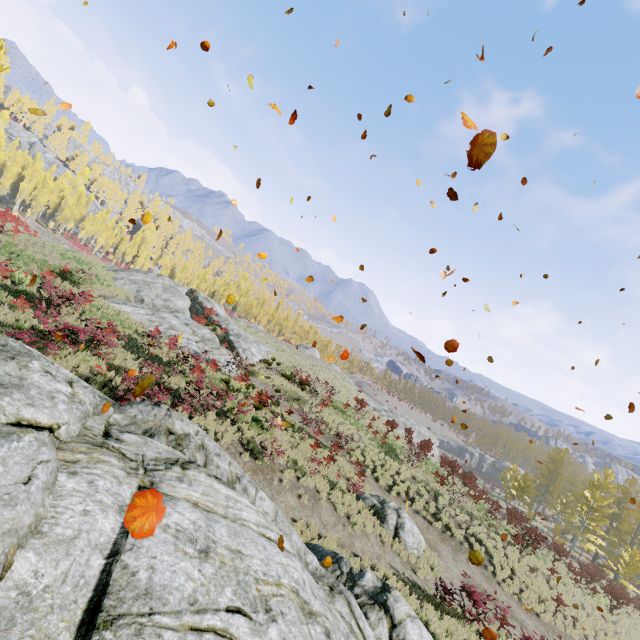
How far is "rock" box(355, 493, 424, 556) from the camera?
14.61m

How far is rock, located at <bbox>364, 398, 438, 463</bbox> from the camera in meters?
41.3

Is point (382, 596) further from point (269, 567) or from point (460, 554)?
point (460, 554)

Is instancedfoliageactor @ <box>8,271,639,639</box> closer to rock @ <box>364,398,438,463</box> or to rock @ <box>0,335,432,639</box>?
rock @ <box>0,335,432,639</box>

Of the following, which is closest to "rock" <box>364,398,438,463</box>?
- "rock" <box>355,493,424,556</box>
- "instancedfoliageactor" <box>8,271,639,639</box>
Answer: "instancedfoliageactor" <box>8,271,639,639</box>

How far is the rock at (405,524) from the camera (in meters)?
14.61

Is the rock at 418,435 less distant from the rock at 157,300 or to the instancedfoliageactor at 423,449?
the instancedfoliageactor at 423,449

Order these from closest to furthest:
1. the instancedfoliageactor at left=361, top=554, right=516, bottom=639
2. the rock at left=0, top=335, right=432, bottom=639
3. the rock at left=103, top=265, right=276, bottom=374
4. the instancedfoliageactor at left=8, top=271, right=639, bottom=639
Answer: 1. the rock at left=0, top=335, right=432, bottom=639
2. the instancedfoliageactor at left=361, top=554, right=516, bottom=639
3. the instancedfoliageactor at left=8, top=271, right=639, bottom=639
4. the rock at left=103, top=265, right=276, bottom=374
